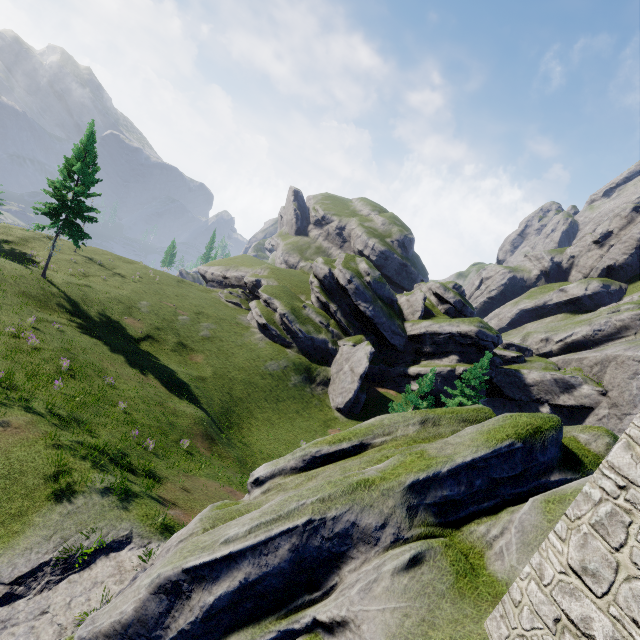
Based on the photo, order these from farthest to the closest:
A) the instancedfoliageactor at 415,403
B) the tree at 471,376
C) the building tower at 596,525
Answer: the tree at 471,376
the instancedfoliageactor at 415,403
the building tower at 596,525

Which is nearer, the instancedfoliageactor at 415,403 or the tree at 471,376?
the instancedfoliageactor at 415,403

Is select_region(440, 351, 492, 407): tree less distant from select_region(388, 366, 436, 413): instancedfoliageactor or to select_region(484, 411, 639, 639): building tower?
select_region(388, 366, 436, 413): instancedfoliageactor

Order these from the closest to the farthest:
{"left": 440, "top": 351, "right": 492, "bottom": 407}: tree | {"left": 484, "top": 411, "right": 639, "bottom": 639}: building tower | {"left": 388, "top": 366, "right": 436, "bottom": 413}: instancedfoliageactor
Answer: {"left": 484, "top": 411, "right": 639, "bottom": 639}: building tower < {"left": 388, "top": 366, "right": 436, "bottom": 413}: instancedfoliageactor < {"left": 440, "top": 351, "right": 492, "bottom": 407}: tree

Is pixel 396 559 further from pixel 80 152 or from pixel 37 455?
pixel 80 152

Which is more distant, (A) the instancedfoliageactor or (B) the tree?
(B) the tree

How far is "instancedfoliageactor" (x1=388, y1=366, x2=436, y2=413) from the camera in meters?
25.3 m

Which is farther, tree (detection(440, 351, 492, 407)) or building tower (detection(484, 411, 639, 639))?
tree (detection(440, 351, 492, 407))
